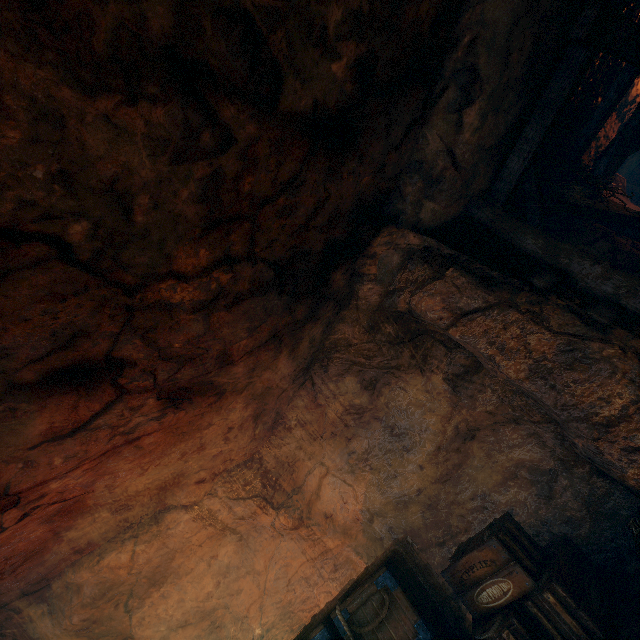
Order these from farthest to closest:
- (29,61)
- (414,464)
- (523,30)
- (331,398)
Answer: (331,398), (414,464), (523,30), (29,61)

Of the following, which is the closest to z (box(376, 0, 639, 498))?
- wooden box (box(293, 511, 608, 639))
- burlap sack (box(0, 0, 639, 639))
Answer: Result: burlap sack (box(0, 0, 639, 639))

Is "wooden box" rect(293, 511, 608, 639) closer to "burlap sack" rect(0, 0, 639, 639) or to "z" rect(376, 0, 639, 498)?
"burlap sack" rect(0, 0, 639, 639)

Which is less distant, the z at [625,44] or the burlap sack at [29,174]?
the burlap sack at [29,174]

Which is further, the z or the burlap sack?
the z

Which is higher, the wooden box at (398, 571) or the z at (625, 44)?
the z at (625, 44)
